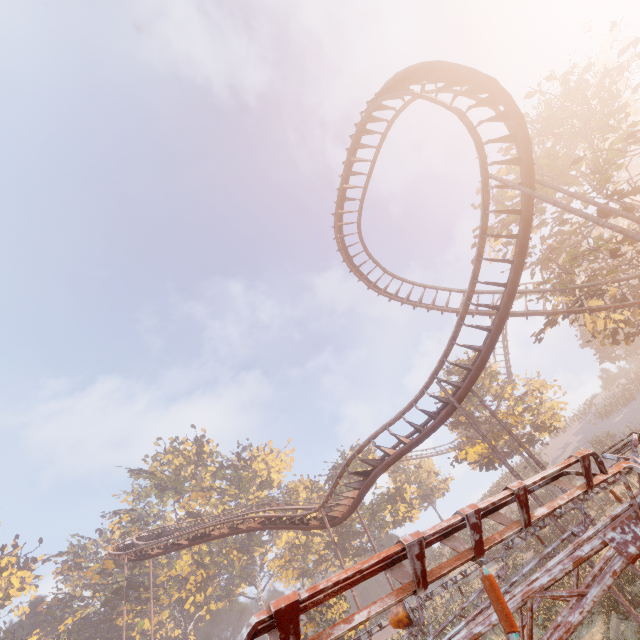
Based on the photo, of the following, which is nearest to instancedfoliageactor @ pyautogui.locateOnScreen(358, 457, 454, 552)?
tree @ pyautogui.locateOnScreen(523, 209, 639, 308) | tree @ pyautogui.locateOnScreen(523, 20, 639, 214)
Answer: tree @ pyautogui.locateOnScreen(523, 209, 639, 308)

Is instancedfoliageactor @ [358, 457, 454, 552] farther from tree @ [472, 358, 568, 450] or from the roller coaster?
tree @ [472, 358, 568, 450]

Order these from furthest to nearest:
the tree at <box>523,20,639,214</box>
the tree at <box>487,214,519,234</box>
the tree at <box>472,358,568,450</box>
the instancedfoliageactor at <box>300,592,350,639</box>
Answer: the tree at <box>472,358,568,450</box>
the instancedfoliageactor at <box>300,592,350,639</box>
the tree at <box>487,214,519,234</box>
the tree at <box>523,20,639,214</box>

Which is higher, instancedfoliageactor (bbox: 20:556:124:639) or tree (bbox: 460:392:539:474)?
instancedfoliageactor (bbox: 20:556:124:639)

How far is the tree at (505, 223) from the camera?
19.6m

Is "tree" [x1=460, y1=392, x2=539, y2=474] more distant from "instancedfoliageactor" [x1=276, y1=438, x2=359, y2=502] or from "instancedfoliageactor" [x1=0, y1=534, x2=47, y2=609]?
"instancedfoliageactor" [x1=0, y1=534, x2=47, y2=609]

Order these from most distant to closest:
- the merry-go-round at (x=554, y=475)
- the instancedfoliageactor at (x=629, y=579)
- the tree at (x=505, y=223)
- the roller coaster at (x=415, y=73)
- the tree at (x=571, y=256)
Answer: the tree at (x=505, y=223) < the tree at (x=571, y=256) < the instancedfoliageactor at (x=629, y=579) < the roller coaster at (x=415, y=73) < the merry-go-round at (x=554, y=475)

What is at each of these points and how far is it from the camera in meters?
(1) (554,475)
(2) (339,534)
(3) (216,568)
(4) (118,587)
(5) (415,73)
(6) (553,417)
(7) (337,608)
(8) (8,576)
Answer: (1) merry-go-round, 1.8
(2) instancedfoliageactor, 43.4
(3) instancedfoliageactor, 55.6
(4) instancedfoliageactor, 41.1
(5) roller coaster, 14.0
(6) tree, 30.9
(7) instancedfoliageactor, 27.3
(8) instancedfoliageactor, 46.8
